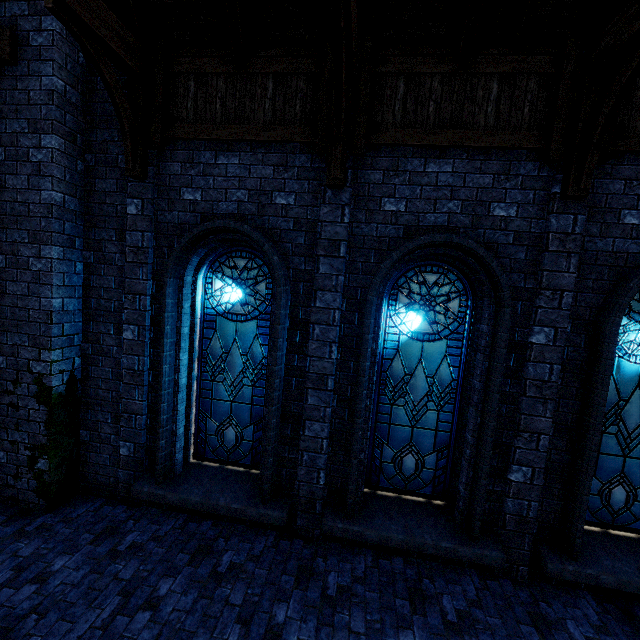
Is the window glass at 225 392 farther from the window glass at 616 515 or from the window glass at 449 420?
the window glass at 616 515

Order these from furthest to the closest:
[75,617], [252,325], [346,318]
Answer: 1. [252,325]
2. [346,318]
3. [75,617]

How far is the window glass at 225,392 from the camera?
5.2 meters

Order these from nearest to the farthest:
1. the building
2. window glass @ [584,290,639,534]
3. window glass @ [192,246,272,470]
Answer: the building, window glass @ [584,290,639,534], window glass @ [192,246,272,470]

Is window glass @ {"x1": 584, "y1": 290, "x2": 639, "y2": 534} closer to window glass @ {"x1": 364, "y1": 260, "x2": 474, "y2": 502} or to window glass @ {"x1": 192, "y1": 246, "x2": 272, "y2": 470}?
window glass @ {"x1": 364, "y1": 260, "x2": 474, "y2": 502}

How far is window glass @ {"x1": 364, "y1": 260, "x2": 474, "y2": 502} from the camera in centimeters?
482cm

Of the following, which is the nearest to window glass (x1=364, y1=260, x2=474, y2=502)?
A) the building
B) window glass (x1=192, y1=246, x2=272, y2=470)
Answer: the building

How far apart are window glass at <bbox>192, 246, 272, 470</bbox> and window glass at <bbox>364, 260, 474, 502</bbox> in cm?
151
